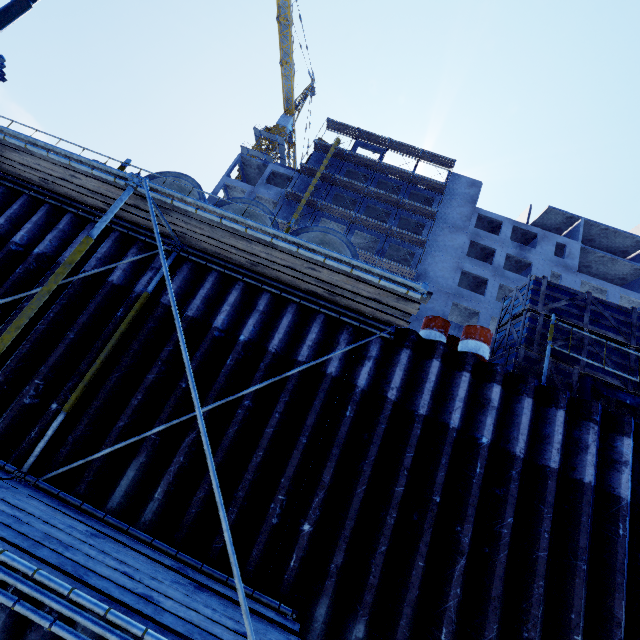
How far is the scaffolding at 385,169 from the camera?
35.9m

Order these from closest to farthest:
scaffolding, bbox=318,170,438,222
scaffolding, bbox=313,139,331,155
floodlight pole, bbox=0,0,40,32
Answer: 1. floodlight pole, bbox=0,0,40,32
2. scaffolding, bbox=318,170,438,222
3. scaffolding, bbox=313,139,331,155

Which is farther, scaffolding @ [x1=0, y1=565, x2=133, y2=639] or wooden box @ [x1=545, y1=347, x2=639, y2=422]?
wooden box @ [x1=545, y1=347, x2=639, y2=422]

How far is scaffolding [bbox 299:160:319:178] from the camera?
35.60m

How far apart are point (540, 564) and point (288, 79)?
64.7 meters

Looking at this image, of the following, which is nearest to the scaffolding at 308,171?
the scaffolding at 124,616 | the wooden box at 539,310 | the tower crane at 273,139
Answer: the scaffolding at 124,616

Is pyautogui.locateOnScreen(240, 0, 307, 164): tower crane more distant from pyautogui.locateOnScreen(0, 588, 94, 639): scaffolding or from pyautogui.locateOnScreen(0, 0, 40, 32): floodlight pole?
pyautogui.locateOnScreen(0, 588, 94, 639): scaffolding
